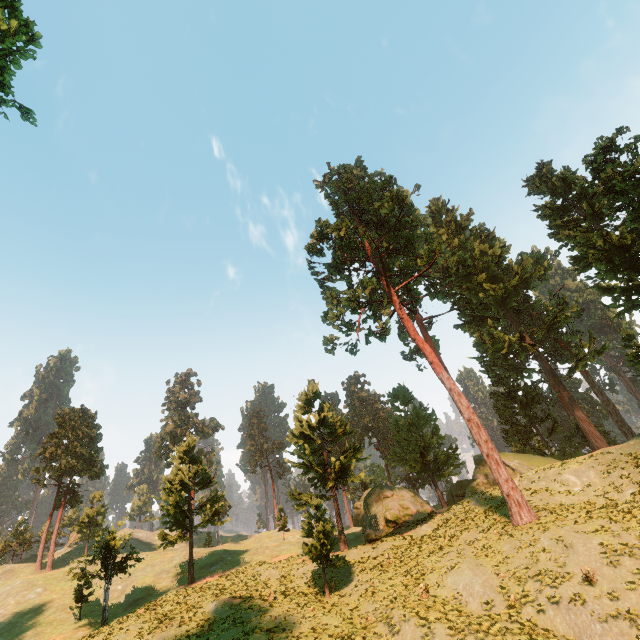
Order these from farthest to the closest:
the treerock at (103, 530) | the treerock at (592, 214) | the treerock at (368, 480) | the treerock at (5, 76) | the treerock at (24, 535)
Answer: the treerock at (24, 535) → the treerock at (368, 480) → the treerock at (103, 530) → the treerock at (592, 214) → the treerock at (5, 76)

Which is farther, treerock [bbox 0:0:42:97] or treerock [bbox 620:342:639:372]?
treerock [bbox 620:342:639:372]

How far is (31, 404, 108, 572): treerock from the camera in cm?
5002

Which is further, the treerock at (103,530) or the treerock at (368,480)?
the treerock at (368,480)

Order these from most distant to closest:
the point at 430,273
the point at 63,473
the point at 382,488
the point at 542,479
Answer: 1. the point at 63,473
2. the point at 430,273
3. the point at 382,488
4. the point at 542,479

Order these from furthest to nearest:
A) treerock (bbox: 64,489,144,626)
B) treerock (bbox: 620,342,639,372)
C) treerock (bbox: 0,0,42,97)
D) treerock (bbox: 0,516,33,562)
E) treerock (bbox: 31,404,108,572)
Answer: treerock (bbox: 0,516,33,562) → treerock (bbox: 31,404,108,572) → treerock (bbox: 620,342,639,372) → treerock (bbox: 64,489,144,626) → treerock (bbox: 0,0,42,97)
